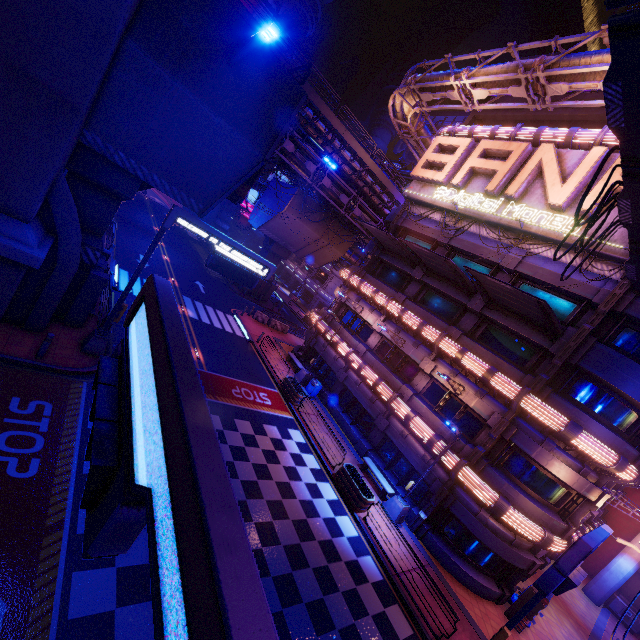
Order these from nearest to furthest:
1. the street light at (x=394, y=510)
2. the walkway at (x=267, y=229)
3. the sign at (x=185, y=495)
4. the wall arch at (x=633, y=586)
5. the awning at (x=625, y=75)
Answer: the sign at (x=185, y=495) → the awning at (x=625, y=75) → the street light at (x=394, y=510) → the wall arch at (x=633, y=586) → the walkway at (x=267, y=229)

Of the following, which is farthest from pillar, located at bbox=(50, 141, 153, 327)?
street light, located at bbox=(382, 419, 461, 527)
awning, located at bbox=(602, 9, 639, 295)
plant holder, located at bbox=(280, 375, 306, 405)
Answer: street light, located at bbox=(382, 419, 461, 527)

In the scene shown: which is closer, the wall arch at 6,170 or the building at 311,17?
the wall arch at 6,170

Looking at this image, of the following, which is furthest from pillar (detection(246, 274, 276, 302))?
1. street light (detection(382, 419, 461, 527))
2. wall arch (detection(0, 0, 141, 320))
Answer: street light (detection(382, 419, 461, 527))

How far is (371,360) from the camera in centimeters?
2302cm

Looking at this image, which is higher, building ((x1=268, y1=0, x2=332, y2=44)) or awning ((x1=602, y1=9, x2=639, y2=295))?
building ((x1=268, y1=0, x2=332, y2=44))

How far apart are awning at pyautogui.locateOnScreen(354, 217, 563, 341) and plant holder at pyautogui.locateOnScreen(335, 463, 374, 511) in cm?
1178

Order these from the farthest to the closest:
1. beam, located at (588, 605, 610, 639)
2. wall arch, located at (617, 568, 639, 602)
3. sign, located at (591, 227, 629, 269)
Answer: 1. wall arch, located at (617, 568, 639, 602)
2. beam, located at (588, 605, 610, 639)
3. sign, located at (591, 227, 629, 269)
